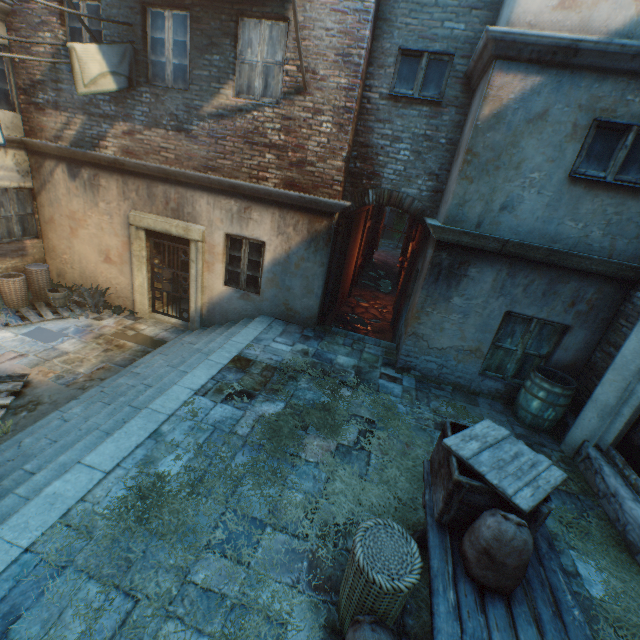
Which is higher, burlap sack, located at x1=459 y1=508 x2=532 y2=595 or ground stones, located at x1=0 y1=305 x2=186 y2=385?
burlap sack, located at x1=459 y1=508 x2=532 y2=595

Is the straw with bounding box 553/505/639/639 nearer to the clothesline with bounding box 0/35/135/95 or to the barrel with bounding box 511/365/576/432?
the barrel with bounding box 511/365/576/432

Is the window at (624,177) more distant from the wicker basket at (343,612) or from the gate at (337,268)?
the wicker basket at (343,612)

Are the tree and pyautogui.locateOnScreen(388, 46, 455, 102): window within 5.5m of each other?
no

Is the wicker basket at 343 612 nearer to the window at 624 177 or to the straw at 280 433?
the straw at 280 433

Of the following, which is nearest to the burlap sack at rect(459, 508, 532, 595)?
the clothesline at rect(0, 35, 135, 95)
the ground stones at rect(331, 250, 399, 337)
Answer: the ground stones at rect(331, 250, 399, 337)

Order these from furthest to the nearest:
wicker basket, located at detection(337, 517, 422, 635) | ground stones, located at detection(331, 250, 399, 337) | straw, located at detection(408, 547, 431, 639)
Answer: ground stones, located at detection(331, 250, 399, 337)
straw, located at detection(408, 547, 431, 639)
wicker basket, located at detection(337, 517, 422, 635)

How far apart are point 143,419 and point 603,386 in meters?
6.5 m
